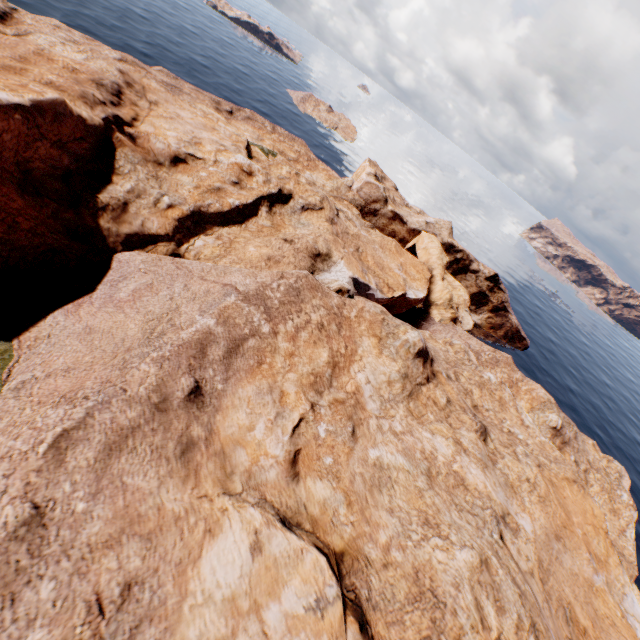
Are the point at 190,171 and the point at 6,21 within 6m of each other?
no
